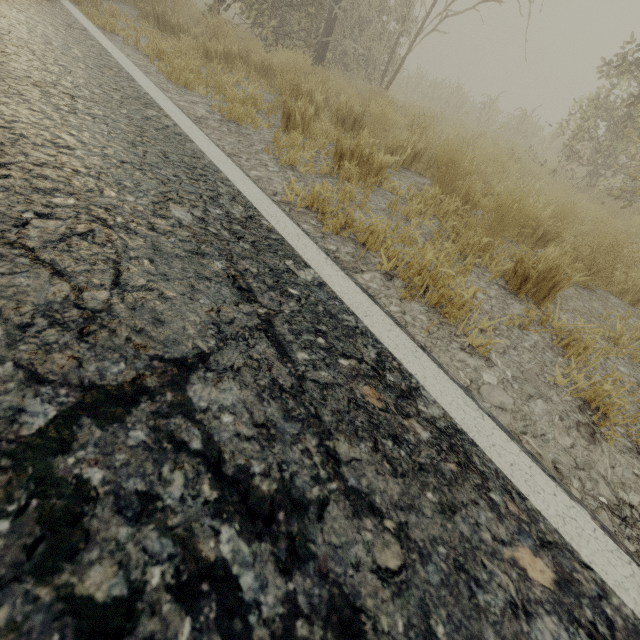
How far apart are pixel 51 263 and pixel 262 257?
0.7m
